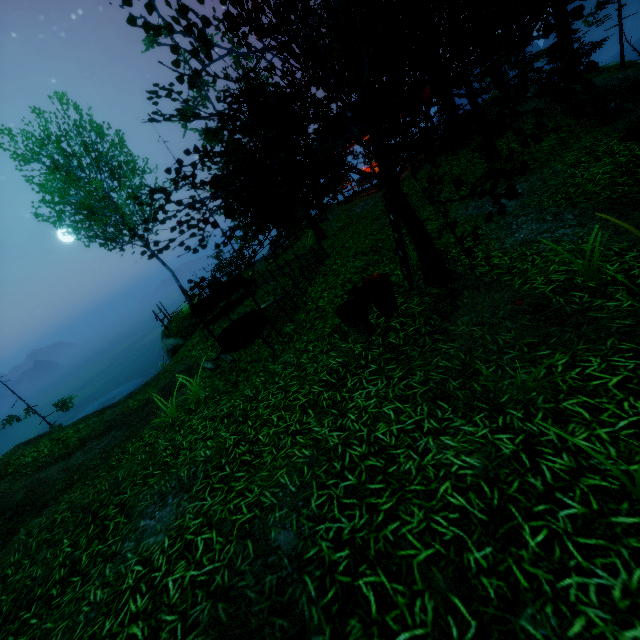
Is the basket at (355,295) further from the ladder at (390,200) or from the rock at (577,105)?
the rock at (577,105)

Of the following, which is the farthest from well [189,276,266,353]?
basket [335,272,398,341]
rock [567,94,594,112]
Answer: rock [567,94,594,112]

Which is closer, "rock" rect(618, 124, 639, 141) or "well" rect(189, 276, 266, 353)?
"rock" rect(618, 124, 639, 141)

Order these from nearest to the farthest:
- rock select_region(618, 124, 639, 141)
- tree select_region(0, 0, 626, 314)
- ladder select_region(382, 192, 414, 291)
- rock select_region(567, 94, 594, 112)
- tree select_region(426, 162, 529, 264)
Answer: tree select_region(426, 162, 529, 264)
tree select_region(0, 0, 626, 314)
ladder select_region(382, 192, 414, 291)
rock select_region(618, 124, 639, 141)
rock select_region(567, 94, 594, 112)

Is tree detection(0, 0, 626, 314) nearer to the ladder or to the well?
the ladder

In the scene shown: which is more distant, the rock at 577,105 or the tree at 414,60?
the rock at 577,105

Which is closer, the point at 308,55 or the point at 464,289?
the point at 308,55

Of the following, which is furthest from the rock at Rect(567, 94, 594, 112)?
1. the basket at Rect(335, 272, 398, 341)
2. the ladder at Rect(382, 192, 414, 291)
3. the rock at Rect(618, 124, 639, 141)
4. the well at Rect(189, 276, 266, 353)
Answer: the well at Rect(189, 276, 266, 353)
